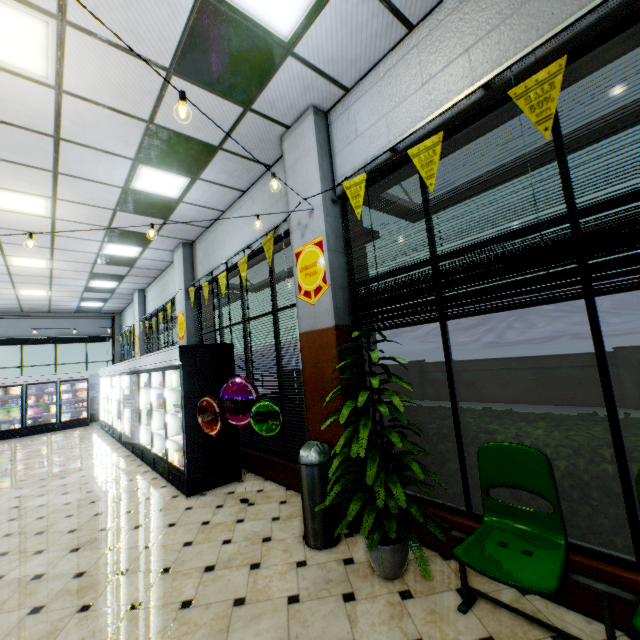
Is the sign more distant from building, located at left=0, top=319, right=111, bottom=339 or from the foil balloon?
the foil balloon

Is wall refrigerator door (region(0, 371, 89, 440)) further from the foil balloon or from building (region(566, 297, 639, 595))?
the foil balloon

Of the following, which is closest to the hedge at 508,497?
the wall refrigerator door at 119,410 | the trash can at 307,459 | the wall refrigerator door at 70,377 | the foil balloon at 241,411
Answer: the trash can at 307,459

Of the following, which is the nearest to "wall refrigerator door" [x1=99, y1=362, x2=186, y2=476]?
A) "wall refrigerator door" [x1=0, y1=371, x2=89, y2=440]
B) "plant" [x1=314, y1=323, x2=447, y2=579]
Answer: "wall refrigerator door" [x1=0, y1=371, x2=89, y2=440]

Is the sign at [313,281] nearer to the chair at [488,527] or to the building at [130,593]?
the building at [130,593]

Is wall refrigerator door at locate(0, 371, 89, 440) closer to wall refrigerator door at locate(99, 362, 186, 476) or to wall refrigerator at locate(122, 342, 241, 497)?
wall refrigerator door at locate(99, 362, 186, 476)

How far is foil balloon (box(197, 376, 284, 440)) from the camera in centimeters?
431cm

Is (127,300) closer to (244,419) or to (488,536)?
(244,419)
